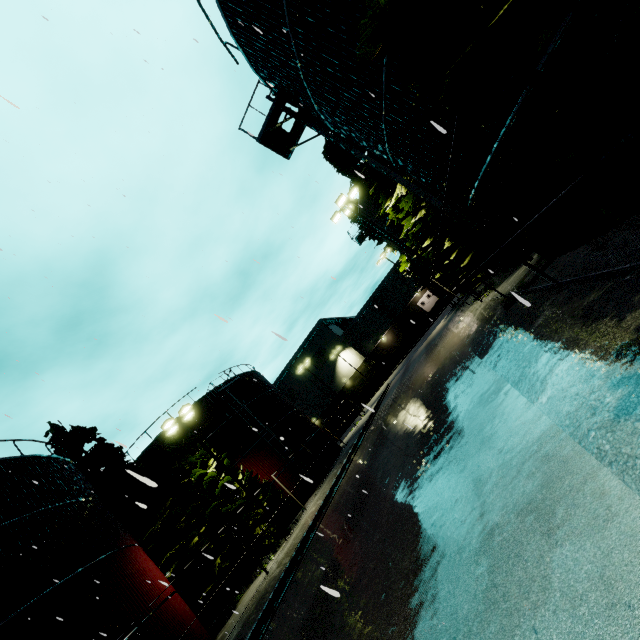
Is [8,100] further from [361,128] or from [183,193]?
[183,193]

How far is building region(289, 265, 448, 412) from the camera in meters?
54.0

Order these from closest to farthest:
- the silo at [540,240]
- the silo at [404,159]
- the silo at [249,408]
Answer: the silo at [540,240] → the silo at [404,159] → the silo at [249,408]

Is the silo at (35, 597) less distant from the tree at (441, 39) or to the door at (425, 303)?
the tree at (441, 39)

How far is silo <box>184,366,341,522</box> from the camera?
25.4m

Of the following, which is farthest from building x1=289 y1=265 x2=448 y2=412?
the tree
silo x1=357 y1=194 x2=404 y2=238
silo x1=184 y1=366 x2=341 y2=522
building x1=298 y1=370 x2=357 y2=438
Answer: building x1=298 y1=370 x2=357 y2=438

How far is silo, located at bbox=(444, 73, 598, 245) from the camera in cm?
604

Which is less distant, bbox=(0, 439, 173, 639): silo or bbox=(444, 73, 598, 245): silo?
bbox=(444, 73, 598, 245): silo
